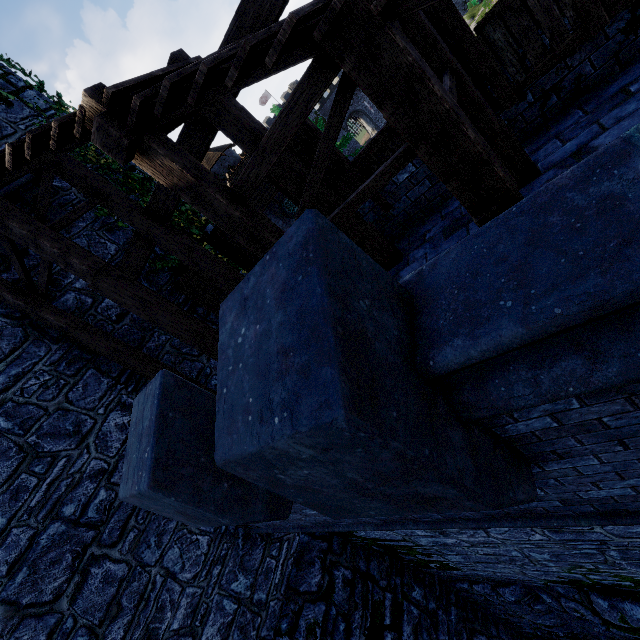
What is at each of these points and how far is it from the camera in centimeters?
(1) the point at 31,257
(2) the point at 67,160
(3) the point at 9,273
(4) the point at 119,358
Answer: (1) building, 652cm
(2) stairs, 513cm
(3) building, 620cm
(4) wooden post, 634cm

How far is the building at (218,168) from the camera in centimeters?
2347cm

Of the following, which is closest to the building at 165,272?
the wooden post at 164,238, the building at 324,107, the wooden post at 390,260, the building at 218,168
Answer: the wooden post at 164,238

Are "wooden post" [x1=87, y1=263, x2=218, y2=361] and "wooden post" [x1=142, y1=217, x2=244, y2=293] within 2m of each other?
yes

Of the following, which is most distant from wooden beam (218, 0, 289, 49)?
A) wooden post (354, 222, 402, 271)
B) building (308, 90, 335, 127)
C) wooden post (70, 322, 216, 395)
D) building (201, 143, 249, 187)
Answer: building (308, 90, 335, 127)

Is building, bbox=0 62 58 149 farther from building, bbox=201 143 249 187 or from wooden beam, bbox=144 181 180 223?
building, bbox=201 143 249 187

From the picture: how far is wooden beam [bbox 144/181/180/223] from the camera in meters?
5.3 m

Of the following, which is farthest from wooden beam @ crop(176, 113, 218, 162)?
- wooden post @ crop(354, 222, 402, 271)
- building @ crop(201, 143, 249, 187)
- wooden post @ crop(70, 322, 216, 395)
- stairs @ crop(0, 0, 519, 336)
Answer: building @ crop(201, 143, 249, 187)
